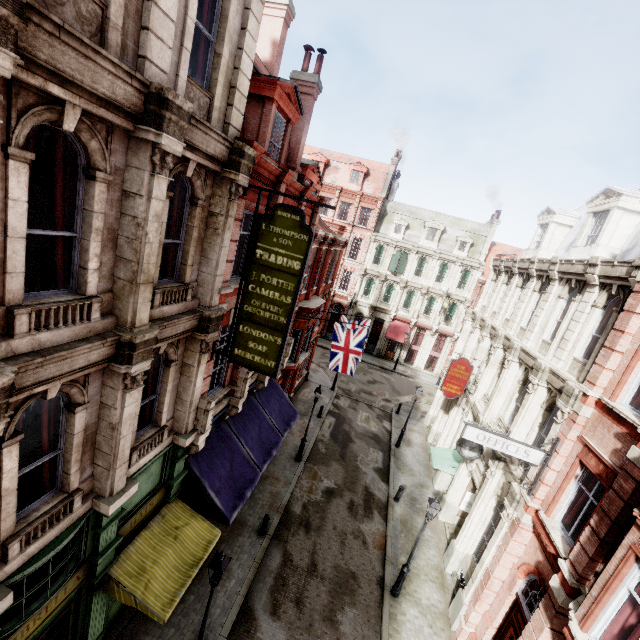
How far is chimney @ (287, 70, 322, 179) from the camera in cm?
1376

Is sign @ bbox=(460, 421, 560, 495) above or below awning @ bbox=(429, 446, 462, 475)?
above

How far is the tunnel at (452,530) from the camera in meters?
16.1

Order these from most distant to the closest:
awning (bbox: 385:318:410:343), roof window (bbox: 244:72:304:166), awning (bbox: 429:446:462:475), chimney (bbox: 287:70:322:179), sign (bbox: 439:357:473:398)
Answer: awning (bbox: 385:318:410:343) < sign (bbox: 439:357:473:398) < awning (bbox: 429:446:462:475) < chimney (bbox: 287:70:322:179) < roof window (bbox: 244:72:304:166)

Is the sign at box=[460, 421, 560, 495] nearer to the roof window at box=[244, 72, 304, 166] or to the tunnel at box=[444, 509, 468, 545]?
the tunnel at box=[444, 509, 468, 545]

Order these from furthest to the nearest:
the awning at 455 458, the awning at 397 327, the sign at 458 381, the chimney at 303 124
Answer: the awning at 397 327 < the sign at 458 381 < the awning at 455 458 < the chimney at 303 124

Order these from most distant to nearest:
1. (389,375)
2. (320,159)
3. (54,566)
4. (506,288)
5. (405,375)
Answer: (320,159) < (405,375) < (389,375) < (506,288) < (54,566)

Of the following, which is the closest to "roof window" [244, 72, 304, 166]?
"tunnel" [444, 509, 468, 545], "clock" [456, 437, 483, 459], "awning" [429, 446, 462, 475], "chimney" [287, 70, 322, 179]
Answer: "chimney" [287, 70, 322, 179]
